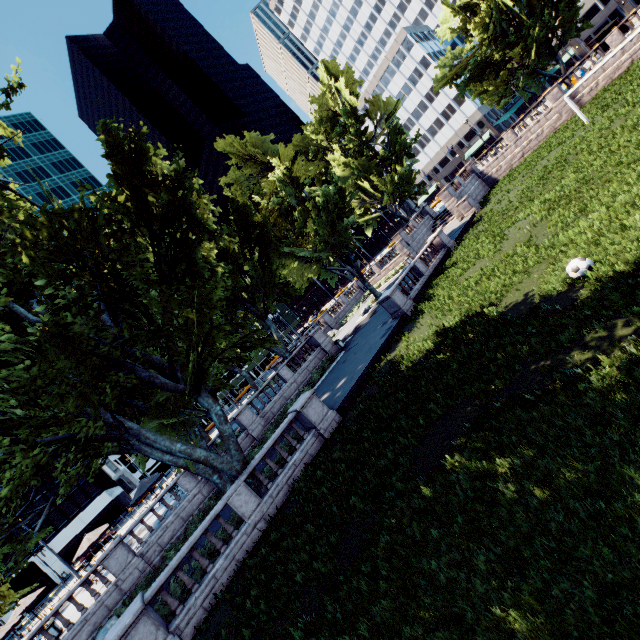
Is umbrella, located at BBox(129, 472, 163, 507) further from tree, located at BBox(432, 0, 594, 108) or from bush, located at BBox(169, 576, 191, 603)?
bush, located at BBox(169, 576, 191, 603)

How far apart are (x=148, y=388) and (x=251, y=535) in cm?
982

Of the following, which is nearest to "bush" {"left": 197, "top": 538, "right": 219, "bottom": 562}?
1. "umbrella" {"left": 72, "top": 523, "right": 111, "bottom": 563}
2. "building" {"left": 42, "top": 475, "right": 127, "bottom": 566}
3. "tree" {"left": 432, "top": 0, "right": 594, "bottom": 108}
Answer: "tree" {"left": 432, "top": 0, "right": 594, "bottom": 108}

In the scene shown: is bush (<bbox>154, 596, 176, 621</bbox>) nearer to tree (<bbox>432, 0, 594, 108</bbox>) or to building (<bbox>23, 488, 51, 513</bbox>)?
tree (<bbox>432, 0, 594, 108</bbox>)

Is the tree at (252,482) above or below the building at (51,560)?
below

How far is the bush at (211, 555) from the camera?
13.0m

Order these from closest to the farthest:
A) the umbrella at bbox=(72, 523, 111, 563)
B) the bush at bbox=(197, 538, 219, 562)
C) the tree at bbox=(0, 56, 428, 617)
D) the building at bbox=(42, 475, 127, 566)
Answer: the tree at bbox=(0, 56, 428, 617) < the bush at bbox=(197, 538, 219, 562) < the umbrella at bbox=(72, 523, 111, 563) < the building at bbox=(42, 475, 127, 566)
